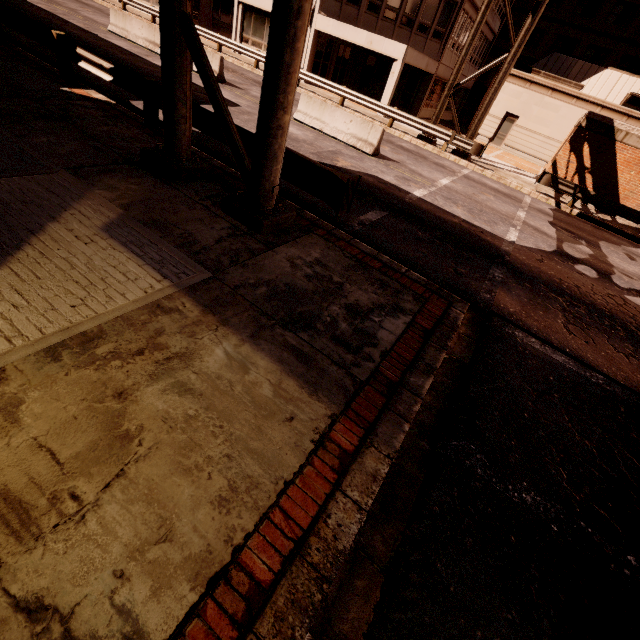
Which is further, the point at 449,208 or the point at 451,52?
the point at 451,52

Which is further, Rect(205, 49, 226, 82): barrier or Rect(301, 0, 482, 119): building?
Rect(301, 0, 482, 119): building

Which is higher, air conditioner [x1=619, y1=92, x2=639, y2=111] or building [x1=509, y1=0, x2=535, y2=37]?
building [x1=509, y1=0, x2=535, y2=37]

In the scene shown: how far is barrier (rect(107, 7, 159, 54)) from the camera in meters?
15.9

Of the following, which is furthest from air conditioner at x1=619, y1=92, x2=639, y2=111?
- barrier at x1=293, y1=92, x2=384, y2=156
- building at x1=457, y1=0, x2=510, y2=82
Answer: barrier at x1=293, y1=92, x2=384, y2=156

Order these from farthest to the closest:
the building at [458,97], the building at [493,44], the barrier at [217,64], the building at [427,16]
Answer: the building at [493,44] < the building at [458,97] < the building at [427,16] < the barrier at [217,64]

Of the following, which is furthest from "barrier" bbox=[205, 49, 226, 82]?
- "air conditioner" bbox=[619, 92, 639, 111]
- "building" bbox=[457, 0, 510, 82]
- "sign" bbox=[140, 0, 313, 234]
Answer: "air conditioner" bbox=[619, 92, 639, 111]

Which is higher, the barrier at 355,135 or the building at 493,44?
the building at 493,44
